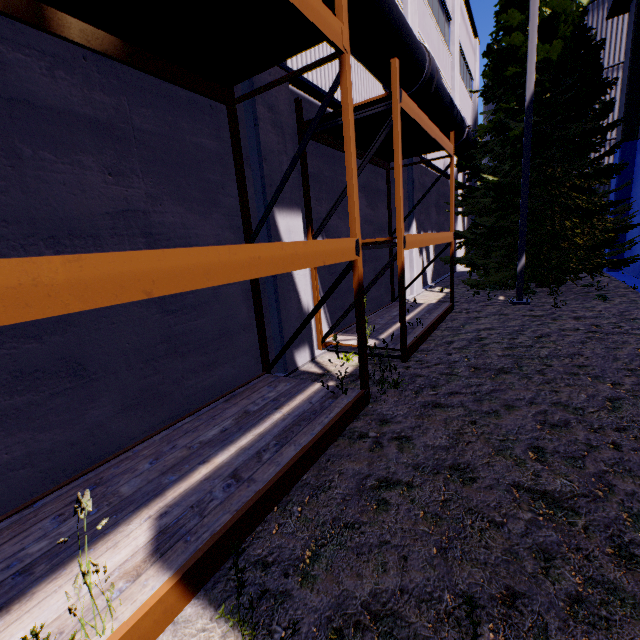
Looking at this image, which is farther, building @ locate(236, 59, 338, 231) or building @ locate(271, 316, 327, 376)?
building @ locate(271, 316, 327, 376)

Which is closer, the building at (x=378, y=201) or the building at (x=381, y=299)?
the building at (x=378, y=201)

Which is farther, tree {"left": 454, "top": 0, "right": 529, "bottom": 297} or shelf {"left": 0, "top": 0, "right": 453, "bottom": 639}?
tree {"left": 454, "top": 0, "right": 529, "bottom": 297}

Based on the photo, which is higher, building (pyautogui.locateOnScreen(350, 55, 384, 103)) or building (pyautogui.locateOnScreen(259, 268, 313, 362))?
building (pyautogui.locateOnScreen(350, 55, 384, 103))

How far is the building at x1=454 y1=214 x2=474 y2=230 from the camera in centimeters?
1820cm

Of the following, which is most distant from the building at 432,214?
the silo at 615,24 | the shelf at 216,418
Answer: the silo at 615,24

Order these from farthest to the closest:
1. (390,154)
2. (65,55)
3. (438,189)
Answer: (438,189) < (390,154) < (65,55)
